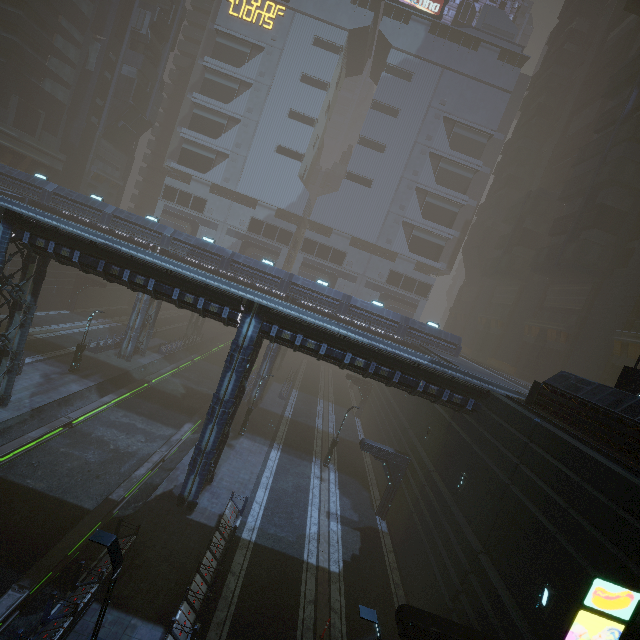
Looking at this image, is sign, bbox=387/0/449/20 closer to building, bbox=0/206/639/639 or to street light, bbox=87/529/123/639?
building, bbox=0/206/639/639

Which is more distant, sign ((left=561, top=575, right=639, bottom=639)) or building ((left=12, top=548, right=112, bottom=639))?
building ((left=12, top=548, right=112, bottom=639))

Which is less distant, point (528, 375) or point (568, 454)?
point (568, 454)

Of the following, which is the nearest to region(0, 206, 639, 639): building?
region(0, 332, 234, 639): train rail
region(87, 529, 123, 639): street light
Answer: region(0, 332, 234, 639): train rail

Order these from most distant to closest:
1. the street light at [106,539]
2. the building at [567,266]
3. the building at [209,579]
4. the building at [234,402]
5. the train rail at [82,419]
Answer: the building at [567,266] < the train rail at [82,419] < the building at [209,579] < the building at [234,402] < the street light at [106,539]

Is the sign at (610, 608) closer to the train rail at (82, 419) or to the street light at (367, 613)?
the street light at (367, 613)

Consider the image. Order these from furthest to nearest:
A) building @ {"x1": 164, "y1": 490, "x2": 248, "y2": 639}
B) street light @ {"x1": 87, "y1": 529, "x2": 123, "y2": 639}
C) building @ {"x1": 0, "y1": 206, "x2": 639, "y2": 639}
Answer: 1. building @ {"x1": 164, "y1": 490, "x2": 248, "y2": 639}
2. building @ {"x1": 0, "y1": 206, "x2": 639, "y2": 639}
3. street light @ {"x1": 87, "y1": 529, "x2": 123, "y2": 639}

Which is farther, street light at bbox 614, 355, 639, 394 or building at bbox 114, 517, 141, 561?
building at bbox 114, 517, 141, 561
